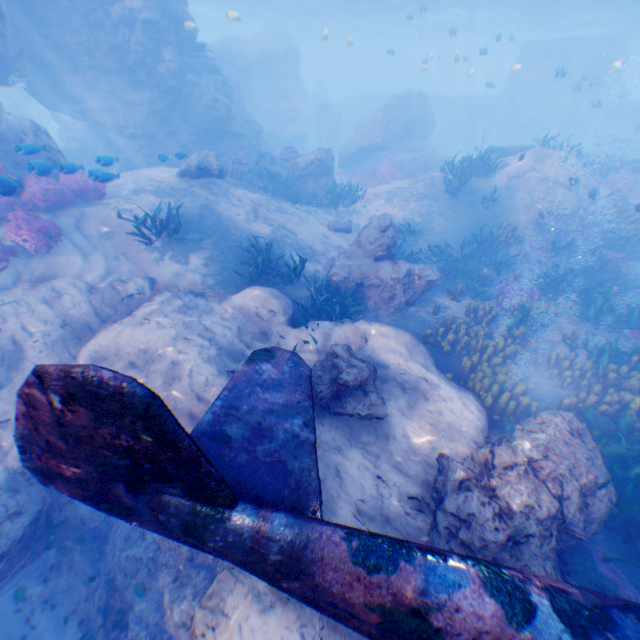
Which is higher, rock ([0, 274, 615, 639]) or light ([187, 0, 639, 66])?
light ([187, 0, 639, 66])

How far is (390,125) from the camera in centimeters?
2380cm

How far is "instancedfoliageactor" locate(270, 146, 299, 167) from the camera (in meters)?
17.44

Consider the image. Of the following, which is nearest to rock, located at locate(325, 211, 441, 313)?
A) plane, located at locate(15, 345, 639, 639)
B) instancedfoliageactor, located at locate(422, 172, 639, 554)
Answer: plane, located at locate(15, 345, 639, 639)

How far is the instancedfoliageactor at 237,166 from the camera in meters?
15.9

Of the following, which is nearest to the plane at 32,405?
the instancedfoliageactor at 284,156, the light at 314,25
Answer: the instancedfoliageactor at 284,156

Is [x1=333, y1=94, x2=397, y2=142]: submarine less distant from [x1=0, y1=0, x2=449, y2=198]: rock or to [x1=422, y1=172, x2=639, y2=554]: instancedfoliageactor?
[x1=0, y1=0, x2=449, y2=198]: rock
